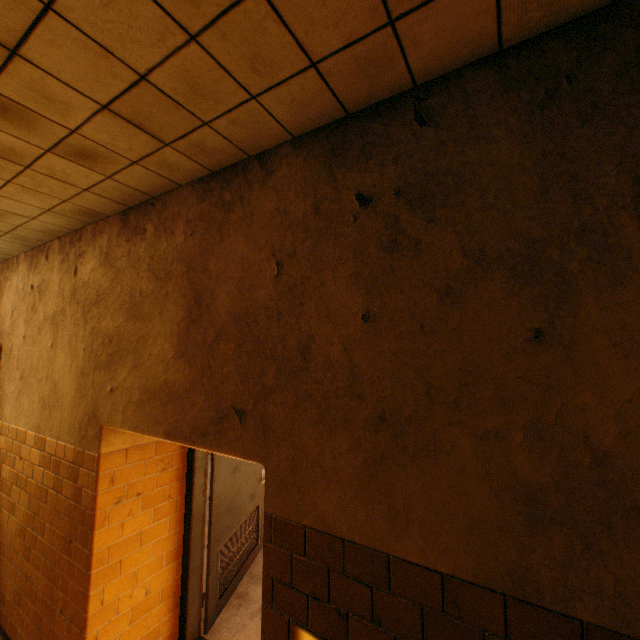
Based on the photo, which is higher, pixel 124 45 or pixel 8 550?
pixel 124 45
